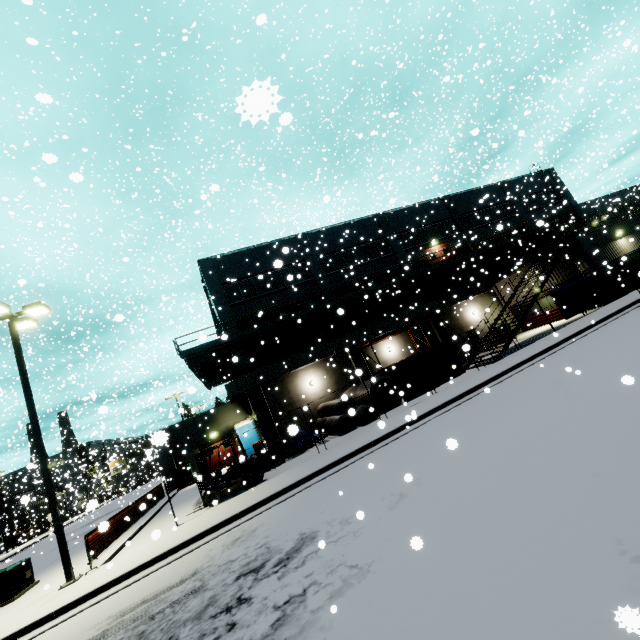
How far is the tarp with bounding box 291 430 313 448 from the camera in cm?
1716

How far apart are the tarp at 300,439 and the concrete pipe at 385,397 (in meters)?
2.65

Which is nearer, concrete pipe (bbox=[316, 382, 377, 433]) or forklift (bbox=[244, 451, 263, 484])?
forklift (bbox=[244, 451, 263, 484])

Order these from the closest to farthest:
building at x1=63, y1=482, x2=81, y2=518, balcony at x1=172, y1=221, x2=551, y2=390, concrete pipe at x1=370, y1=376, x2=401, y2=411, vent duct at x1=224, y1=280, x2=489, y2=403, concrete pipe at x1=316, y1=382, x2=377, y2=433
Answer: concrete pipe at x1=316, y1=382, x2=377, y2=433 < concrete pipe at x1=370, y1=376, x2=401, y2=411 < balcony at x1=172, y1=221, x2=551, y2=390 < vent duct at x1=224, y1=280, x2=489, y2=403 < building at x1=63, y1=482, x2=81, y2=518

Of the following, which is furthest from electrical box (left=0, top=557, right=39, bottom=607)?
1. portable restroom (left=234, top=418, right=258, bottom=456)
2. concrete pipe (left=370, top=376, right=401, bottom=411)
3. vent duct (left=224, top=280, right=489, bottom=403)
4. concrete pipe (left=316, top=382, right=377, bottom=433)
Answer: concrete pipe (left=370, top=376, right=401, bottom=411)

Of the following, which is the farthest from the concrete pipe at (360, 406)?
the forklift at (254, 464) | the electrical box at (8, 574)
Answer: the electrical box at (8, 574)

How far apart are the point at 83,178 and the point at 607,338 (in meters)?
16.76

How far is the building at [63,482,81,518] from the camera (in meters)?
32.16
